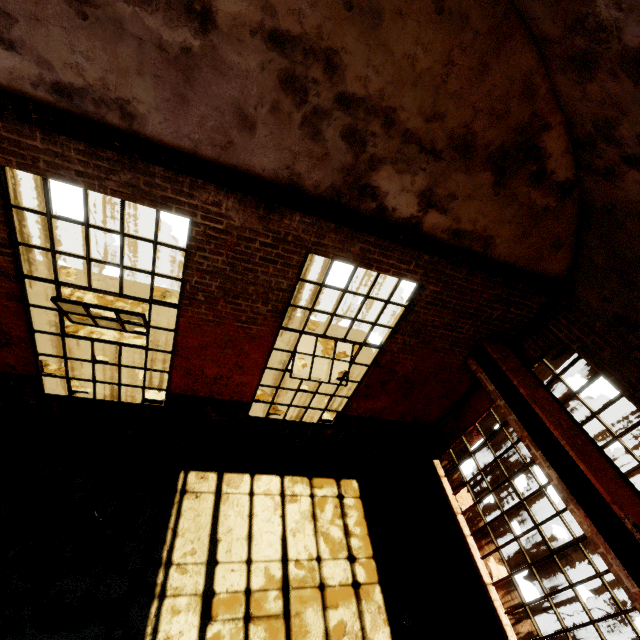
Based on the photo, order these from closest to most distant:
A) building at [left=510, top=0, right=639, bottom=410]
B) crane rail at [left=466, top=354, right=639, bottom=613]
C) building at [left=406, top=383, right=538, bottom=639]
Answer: building at [left=510, top=0, right=639, bottom=410]
crane rail at [left=466, top=354, right=639, bottom=613]
building at [left=406, top=383, right=538, bottom=639]

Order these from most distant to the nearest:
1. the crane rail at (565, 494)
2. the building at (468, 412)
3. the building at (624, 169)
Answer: the building at (468, 412) < the crane rail at (565, 494) < the building at (624, 169)

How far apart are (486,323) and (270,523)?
5.0m

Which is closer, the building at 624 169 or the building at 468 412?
the building at 624 169

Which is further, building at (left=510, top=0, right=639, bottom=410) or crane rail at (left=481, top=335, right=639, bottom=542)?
crane rail at (left=481, top=335, right=639, bottom=542)

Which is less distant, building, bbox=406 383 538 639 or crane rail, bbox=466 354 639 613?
crane rail, bbox=466 354 639 613
